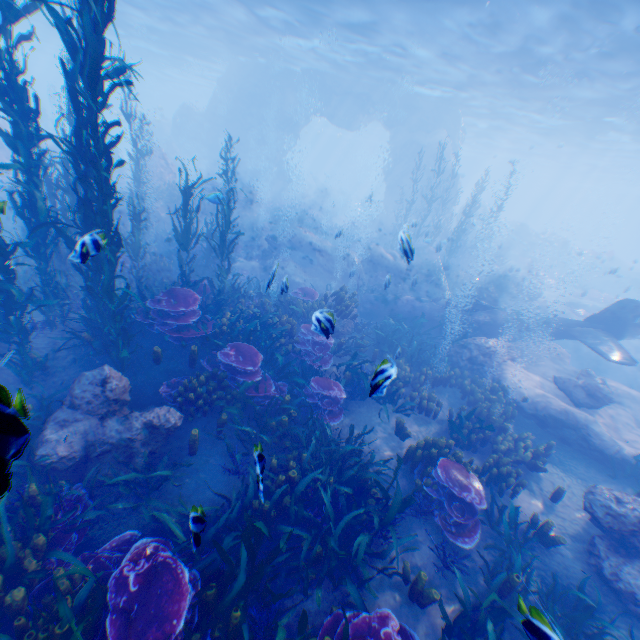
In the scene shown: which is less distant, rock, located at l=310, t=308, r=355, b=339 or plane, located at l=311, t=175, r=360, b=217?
rock, located at l=310, t=308, r=355, b=339

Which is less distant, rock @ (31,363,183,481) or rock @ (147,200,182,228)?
rock @ (31,363,183,481)

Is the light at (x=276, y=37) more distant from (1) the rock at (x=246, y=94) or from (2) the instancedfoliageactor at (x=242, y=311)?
(2) the instancedfoliageactor at (x=242, y=311)

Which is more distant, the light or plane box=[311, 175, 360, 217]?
plane box=[311, 175, 360, 217]

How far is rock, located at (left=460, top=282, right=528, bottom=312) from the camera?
14.84m

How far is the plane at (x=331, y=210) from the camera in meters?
43.8

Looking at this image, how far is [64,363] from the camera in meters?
7.4

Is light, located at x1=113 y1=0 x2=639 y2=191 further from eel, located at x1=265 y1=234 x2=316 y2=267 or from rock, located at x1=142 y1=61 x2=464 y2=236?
eel, located at x1=265 y1=234 x2=316 y2=267
